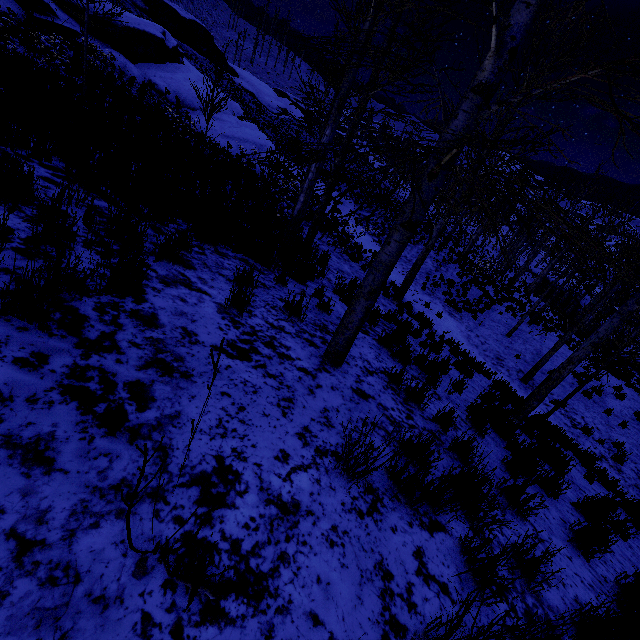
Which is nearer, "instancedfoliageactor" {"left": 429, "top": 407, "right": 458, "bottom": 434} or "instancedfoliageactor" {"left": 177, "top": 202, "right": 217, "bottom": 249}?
"instancedfoliageactor" {"left": 429, "top": 407, "right": 458, "bottom": 434}

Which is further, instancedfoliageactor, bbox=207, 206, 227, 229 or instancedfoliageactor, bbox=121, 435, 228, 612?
instancedfoliageactor, bbox=207, 206, 227, 229

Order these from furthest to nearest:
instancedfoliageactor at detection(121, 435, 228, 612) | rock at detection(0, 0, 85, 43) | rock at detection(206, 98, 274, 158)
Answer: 1. rock at detection(206, 98, 274, 158)
2. rock at detection(0, 0, 85, 43)
3. instancedfoliageactor at detection(121, 435, 228, 612)

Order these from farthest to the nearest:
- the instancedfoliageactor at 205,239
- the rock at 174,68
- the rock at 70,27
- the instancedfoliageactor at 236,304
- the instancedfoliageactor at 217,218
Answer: the rock at 174,68, the rock at 70,27, the instancedfoliageactor at 217,218, the instancedfoliageactor at 205,239, the instancedfoliageactor at 236,304

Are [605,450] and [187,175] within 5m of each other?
no

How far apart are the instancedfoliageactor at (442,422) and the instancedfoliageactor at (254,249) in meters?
2.0

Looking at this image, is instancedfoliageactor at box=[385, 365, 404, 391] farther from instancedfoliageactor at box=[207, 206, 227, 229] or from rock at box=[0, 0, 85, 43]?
rock at box=[0, 0, 85, 43]

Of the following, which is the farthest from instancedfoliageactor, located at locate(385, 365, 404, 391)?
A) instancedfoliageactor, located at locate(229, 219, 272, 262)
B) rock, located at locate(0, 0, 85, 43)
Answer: rock, located at locate(0, 0, 85, 43)
